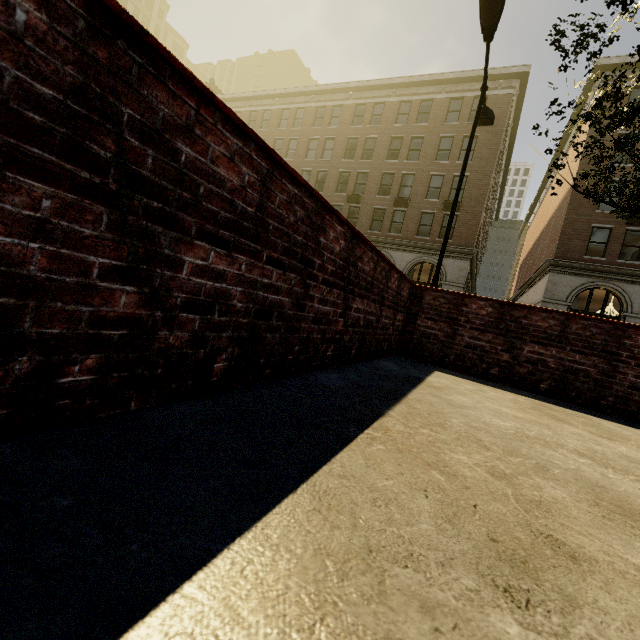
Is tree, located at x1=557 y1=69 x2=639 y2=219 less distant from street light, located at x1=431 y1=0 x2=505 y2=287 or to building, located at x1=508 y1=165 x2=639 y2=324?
building, located at x1=508 y1=165 x2=639 y2=324

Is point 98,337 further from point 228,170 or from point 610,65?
point 610,65

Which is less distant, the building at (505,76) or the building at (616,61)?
the building at (616,61)

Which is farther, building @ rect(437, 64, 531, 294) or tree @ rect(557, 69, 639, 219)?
building @ rect(437, 64, 531, 294)

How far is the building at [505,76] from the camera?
23.3m

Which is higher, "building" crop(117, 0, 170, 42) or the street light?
"building" crop(117, 0, 170, 42)

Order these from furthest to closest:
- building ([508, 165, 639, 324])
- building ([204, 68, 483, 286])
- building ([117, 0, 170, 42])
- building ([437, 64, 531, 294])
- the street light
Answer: building ([117, 0, 170, 42]) < building ([204, 68, 483, 286]) < building ([437, 64, 531, 294]) < building ([508, 165, 639, 324]) < the street light
